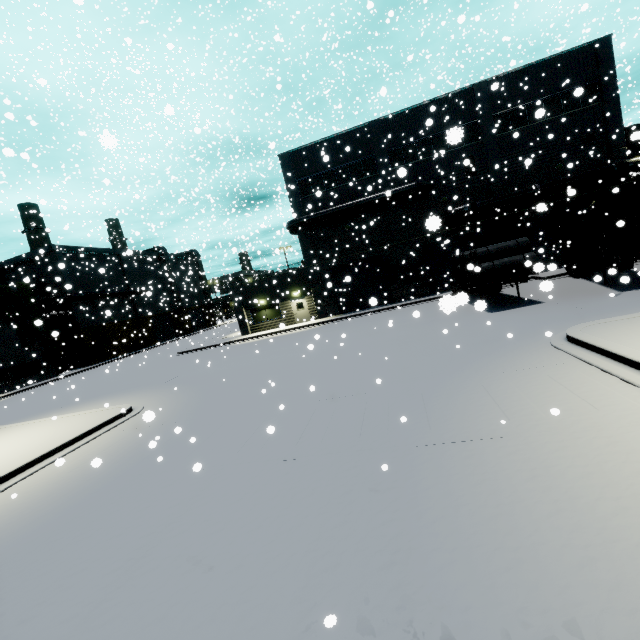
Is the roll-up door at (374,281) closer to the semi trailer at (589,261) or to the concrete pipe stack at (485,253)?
the semi trailer at (589,261)

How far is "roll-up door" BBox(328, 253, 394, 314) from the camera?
28.1m

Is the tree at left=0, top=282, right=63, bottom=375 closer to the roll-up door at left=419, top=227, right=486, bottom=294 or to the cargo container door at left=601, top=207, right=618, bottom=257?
the roll-up door at left=419, top=227, right=486, bottom=294

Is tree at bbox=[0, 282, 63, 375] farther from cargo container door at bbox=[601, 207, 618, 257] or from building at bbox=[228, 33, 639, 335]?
cargo container door at bbox=[601, 207, 618, 257]

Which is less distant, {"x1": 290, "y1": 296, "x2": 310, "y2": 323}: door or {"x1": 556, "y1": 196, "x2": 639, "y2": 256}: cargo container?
{"x1": 556, "y1": 196, "x2": 639, "y2": 256}: cargo container

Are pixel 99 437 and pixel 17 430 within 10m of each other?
yes

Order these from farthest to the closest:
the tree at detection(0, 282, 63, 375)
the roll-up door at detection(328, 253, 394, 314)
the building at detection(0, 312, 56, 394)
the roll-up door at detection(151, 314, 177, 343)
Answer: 1. the roll-up door at detection(151, 314, 177, 343)
2. the tree at detection(0, 282, 63, 375)
3. the building at detection(0, 312, 56, 394)
4. the roll-up door at detection(328, 253, 394, 314)

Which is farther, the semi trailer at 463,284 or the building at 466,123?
the building at 466,123
